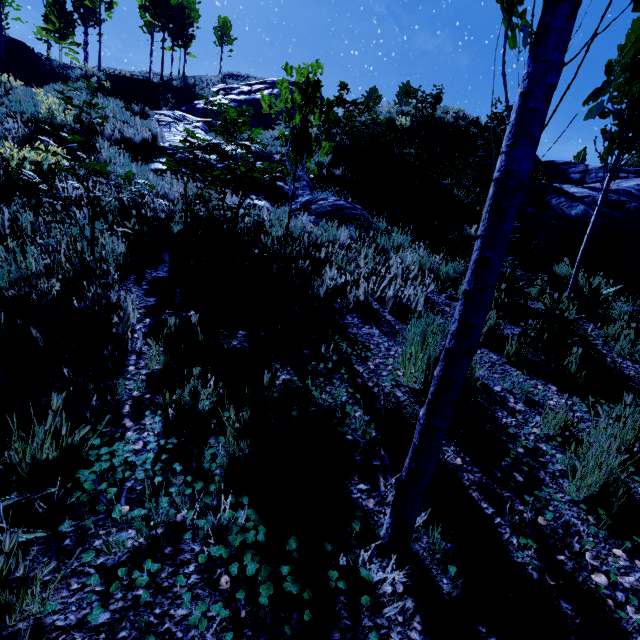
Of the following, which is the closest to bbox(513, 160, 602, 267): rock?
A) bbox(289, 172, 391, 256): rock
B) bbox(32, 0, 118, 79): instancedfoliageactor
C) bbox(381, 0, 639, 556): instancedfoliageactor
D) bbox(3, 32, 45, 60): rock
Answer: bbox(381, 0, 639, 556): instancedfoliageactor

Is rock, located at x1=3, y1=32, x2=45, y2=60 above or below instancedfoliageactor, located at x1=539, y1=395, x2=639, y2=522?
above

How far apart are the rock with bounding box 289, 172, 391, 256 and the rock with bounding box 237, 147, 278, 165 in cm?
122

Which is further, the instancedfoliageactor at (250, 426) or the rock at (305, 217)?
the rock at (305, 217)

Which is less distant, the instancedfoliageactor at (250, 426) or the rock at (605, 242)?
the instancedfoliageactor at (250, 426)

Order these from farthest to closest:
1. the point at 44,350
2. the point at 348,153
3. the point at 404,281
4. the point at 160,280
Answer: the point at 348,153
the point at 404,281
the point at 160,280
the point at 44,350

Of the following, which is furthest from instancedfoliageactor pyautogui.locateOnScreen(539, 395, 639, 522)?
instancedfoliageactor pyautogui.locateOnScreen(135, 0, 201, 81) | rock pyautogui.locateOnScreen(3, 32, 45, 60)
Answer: rock pyautogui.locateOnScreen(3, 32, 45, 60)

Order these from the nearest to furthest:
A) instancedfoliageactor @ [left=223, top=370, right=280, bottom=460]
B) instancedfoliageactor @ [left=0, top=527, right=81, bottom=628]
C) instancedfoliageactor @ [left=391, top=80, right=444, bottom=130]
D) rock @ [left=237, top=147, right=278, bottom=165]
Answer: instancedfoliageactor @ [left=0, top=527, right=81, bottom=628] < instancedfoliageactor @ [left=223, top=370, right=280, bottom=460] < rock @ [left=237, top=147, right=278, bottom=165] < instancedfoliageactor @ [left=391, top=80, right=444, bottom=130]
